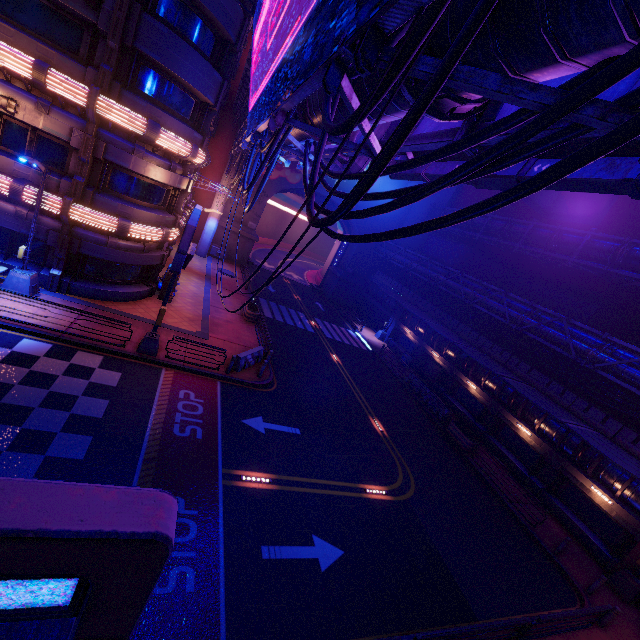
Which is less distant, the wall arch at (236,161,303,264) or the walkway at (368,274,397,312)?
the wall arch at (236,161,303,264)

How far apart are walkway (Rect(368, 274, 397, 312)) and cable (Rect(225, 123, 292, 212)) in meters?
21.1 m

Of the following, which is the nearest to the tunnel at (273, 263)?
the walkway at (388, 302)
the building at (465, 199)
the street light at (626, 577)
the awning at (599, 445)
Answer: the walkway at (388, 302)

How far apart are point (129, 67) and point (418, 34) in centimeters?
1693cm

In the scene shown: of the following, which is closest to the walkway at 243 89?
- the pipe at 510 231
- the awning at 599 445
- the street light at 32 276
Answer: the pipe at 510 231

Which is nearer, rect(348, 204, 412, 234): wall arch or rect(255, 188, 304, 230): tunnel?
rect(255, 188, 304, 230): tunnel

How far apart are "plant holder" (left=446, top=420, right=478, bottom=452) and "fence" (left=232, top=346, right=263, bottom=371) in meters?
14.1 m

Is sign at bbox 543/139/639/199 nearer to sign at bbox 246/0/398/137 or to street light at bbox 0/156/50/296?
sign at bbox 246/0/398/137
